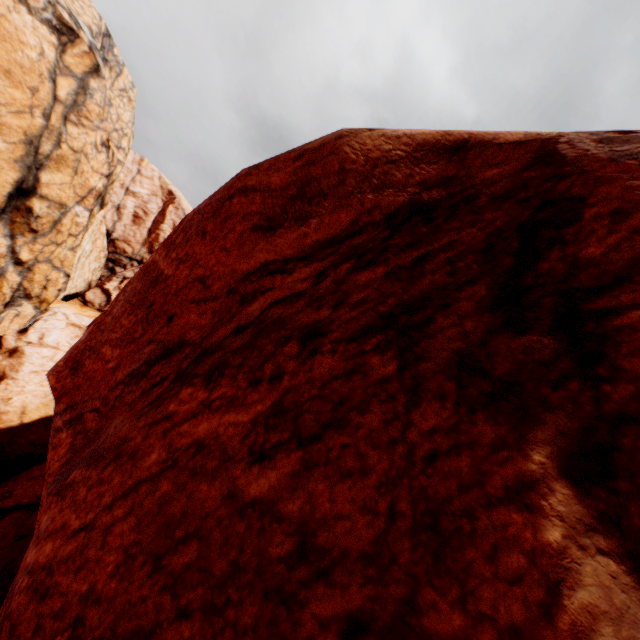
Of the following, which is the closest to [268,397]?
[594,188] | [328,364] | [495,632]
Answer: [328,364]
